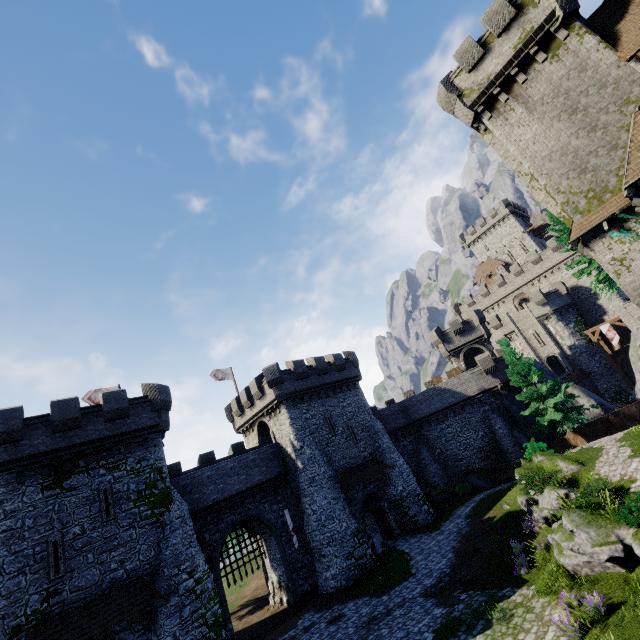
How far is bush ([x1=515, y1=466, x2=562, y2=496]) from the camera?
16.95m

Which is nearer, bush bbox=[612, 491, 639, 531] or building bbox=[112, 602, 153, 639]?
bush bbox=[612, 491, 639, 531]

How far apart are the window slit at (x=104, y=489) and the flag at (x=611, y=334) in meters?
52.8

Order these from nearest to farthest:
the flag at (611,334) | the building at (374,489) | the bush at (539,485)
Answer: the bush at (539,485)
the building at (374,489)
the flag at (611,334)

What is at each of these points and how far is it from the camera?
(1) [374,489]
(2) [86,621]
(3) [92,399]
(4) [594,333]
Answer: (1) building, 28.5 meters
(2) awning, 15.4 meters
(3) flag, 28.3 meters
(4) walkway, 42.6 meters

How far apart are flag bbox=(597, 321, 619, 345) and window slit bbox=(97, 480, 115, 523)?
52.81m

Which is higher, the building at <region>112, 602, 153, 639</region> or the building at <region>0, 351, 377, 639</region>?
the building at <region>0, 351, 377, 639</region>

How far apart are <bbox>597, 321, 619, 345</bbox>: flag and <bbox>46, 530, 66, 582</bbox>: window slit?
55.08m
